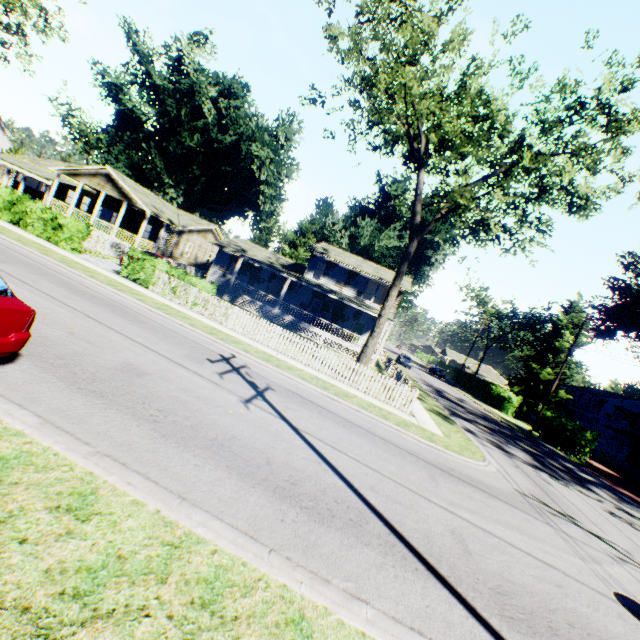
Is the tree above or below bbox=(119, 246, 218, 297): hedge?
above

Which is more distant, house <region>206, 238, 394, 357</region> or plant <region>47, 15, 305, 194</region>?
plant <region>47, 15, 305, 194</region>

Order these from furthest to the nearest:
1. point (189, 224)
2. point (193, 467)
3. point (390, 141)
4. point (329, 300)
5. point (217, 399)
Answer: point (189, 224)
point (329, 300)
point (390, 141)
point (217, 399)
point (193, 467)

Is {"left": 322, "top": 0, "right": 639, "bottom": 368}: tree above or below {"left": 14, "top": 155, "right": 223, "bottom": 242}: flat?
above

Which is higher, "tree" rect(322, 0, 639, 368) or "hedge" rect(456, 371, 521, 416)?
"tree" rect(322, 0, 639, 368)

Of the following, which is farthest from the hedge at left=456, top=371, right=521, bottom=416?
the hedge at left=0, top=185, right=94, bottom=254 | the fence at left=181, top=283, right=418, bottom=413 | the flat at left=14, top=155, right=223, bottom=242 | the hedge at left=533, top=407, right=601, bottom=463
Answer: the hedge at left=0, top=185, right=94, bottom=254

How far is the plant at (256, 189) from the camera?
57.3m

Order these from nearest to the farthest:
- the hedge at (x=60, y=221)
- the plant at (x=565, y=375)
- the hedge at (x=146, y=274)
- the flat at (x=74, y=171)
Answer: the hedge at (x=146, y=274) → the hedge at (x=60, y=221) → the flat at (x=74, y=171) → the plant at (x=565, y=375)
